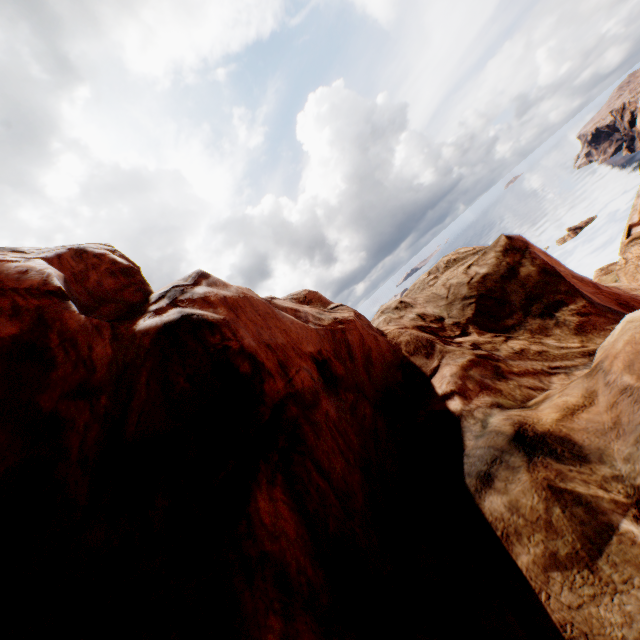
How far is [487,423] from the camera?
6.08m
